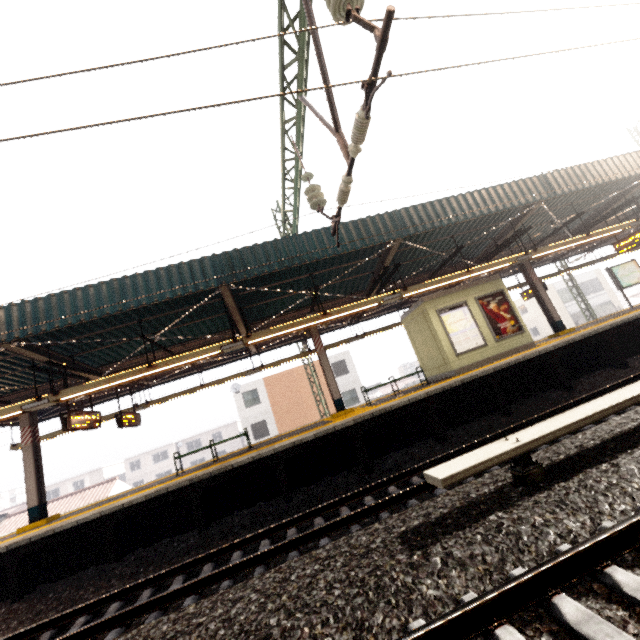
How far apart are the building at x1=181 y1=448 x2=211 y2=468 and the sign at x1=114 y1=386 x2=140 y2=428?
42.9m

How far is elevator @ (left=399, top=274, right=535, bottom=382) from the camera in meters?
11.3

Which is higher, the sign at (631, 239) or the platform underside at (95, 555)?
the sign at (631, 239)

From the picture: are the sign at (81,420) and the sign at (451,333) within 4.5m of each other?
no

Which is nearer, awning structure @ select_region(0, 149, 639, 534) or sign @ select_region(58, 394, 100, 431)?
awning structure @ select_region(0, 149, 639, 534)

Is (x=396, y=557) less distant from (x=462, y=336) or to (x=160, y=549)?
(x=160, y=549)

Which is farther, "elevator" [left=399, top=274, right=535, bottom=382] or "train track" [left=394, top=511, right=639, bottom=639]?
"elevator" [left=399, top=274, right=535, bottom=382]

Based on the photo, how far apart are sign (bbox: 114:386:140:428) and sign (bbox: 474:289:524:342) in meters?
13.4
